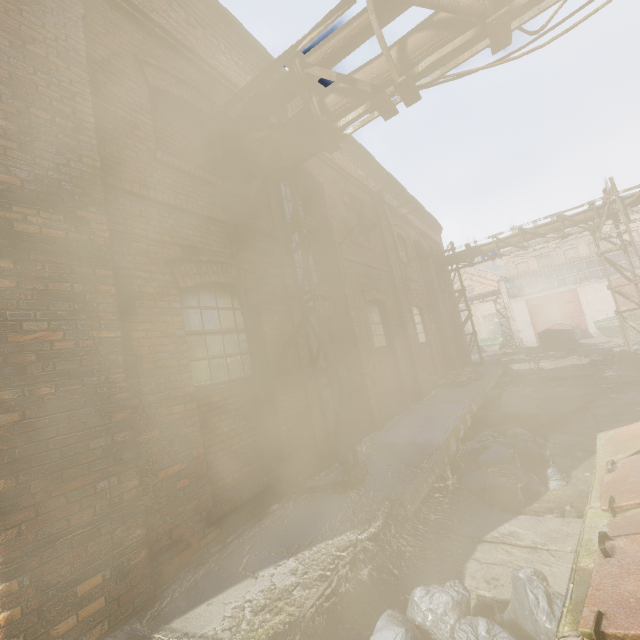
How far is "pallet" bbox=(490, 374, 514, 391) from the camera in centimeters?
1241cm

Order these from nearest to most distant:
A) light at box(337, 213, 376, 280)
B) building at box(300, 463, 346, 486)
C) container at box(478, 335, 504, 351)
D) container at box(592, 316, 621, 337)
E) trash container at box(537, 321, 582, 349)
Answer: building at box(300, 463, 346, 486), light at box(337, 213, 376, 280), container at box(592, 316, 621, 337), trash container at box(537, 321, 582, 349), container at box(478, 335, 504, 351)

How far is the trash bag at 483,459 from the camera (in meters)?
4.85

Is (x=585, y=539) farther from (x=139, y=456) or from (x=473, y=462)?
(x=473, y=462)

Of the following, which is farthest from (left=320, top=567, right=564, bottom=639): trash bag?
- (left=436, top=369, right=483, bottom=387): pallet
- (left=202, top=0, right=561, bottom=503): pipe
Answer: (left=436, top=369, right=483, bottom=387): pallet

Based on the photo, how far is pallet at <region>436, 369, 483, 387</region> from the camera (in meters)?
10.22

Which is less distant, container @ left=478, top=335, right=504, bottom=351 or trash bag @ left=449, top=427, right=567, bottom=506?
trash bag @ left=449, top=427, right=567, bottom=506

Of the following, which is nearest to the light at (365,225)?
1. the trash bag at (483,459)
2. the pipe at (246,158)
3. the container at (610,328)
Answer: the pipe at (246,158)
